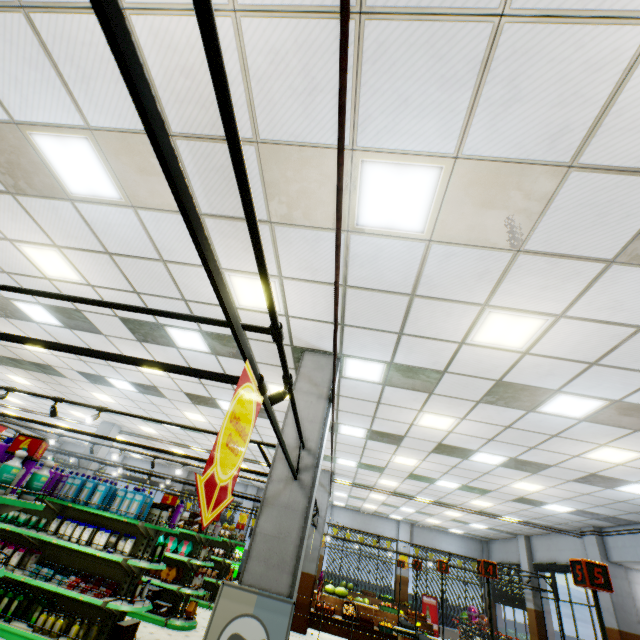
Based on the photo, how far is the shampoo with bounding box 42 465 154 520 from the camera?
6.42m

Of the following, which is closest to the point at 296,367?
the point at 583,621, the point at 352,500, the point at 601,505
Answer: the point at 601,505

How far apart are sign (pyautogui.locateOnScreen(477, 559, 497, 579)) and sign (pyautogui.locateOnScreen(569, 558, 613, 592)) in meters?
2.1

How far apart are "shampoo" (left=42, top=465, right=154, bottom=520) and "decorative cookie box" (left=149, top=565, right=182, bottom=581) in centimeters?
341cm

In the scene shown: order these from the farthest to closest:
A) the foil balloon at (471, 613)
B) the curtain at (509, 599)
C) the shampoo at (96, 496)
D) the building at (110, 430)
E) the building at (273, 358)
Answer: the foil balloon at (471, 613) < the curtain at (509, 599) < the building at (110, 430) < the shampoo at (96, 496) < the building at (273, 358)

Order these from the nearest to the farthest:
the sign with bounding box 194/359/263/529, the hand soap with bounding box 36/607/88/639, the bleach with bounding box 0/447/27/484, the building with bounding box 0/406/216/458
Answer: the sign with bounding box 194/359/263/529 < the bleach with bounding box 0/447/27/484 < the hand soap with bounding box 36/607/88/639 < the building with bounding box 0/406/216/458

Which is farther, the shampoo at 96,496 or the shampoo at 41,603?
the shampoo at 96,496

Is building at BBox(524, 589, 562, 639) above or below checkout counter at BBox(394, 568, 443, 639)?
above
